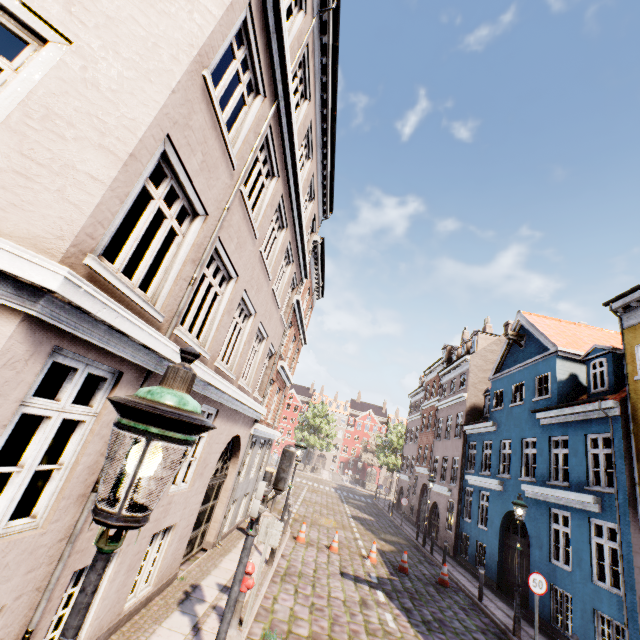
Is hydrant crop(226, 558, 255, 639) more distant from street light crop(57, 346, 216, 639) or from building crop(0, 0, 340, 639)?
street light crop(57, 346, 216, 639)

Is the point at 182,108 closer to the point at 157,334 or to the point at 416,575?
the point at 157,334

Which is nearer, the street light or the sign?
the street light

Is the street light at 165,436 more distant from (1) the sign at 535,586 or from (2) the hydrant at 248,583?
(1) the sign at 535,586

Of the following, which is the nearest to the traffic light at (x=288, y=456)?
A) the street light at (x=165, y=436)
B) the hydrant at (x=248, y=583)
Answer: the hydrant at (x=248, y=583)

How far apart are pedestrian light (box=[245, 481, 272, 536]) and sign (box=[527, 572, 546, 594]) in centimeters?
909cm

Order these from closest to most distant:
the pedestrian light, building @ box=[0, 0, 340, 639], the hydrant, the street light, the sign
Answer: the street light, building @ box=[0, 0, 340, 639], the pedestrian light, the hydrant, the sign

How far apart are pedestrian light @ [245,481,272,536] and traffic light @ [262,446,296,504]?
0.1m
